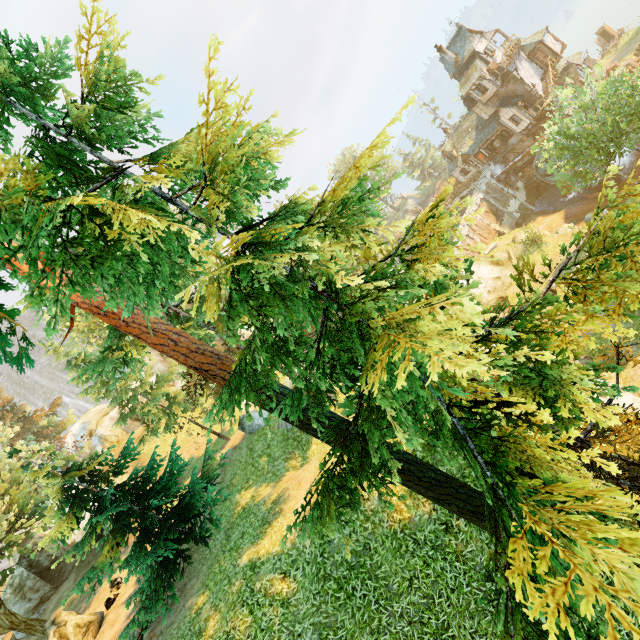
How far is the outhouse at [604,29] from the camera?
46.8 meters

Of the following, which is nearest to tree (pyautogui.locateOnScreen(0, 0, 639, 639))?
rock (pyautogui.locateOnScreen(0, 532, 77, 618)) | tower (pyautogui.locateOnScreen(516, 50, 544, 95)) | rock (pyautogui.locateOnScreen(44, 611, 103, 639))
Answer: rock (pyautogui.locateOnScreen(44, 611, 103, 639))

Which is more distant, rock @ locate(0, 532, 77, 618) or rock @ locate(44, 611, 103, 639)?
rock @ locate(0, 532, 77, 618)

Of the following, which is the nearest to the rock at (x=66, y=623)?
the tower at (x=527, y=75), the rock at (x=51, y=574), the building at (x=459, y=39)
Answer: the rock at (x=51, y=574)

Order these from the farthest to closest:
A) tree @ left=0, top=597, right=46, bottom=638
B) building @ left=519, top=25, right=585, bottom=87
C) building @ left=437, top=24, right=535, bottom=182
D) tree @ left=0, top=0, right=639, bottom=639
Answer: building @ left=437, top=24, right=535, bottom=182 < building @ left=519, top=25, right=585, bottom=87 < tree @ left=0, top=597, right=46, bottom=638 < tree @ left=0, top=0, right=639, bottom=639

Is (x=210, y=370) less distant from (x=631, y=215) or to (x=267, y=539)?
(x=631, y=215)

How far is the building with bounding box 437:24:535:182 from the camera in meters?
36.6

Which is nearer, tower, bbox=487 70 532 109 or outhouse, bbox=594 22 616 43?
tower, bbox=487 70 532 109
